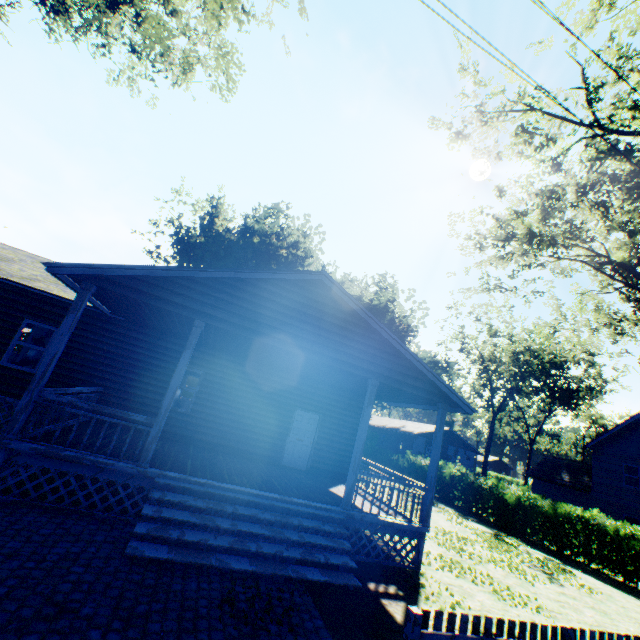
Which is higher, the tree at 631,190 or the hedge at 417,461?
the tree at 631,190

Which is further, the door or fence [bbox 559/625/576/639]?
the door

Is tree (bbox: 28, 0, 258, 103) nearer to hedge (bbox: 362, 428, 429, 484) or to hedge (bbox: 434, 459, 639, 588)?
hedge (bbox: 362, 428, 429, 484)

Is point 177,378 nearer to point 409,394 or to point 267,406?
point 267,406

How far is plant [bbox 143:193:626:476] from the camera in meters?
39.2

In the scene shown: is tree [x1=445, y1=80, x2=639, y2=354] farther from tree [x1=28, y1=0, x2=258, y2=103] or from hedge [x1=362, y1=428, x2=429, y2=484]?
tree [x1=28, y1=0, x2=258, y2=103]

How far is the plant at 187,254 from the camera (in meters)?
39.22

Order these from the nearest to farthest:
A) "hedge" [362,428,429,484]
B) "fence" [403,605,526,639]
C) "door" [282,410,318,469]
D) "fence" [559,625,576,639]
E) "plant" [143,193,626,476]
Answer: "fence" [403,605,526,639], "fence" [559,625,576,639], "door" [282,410,318,469], "hedge" [362,428,429,484], "plant" [143,193,626,476]
